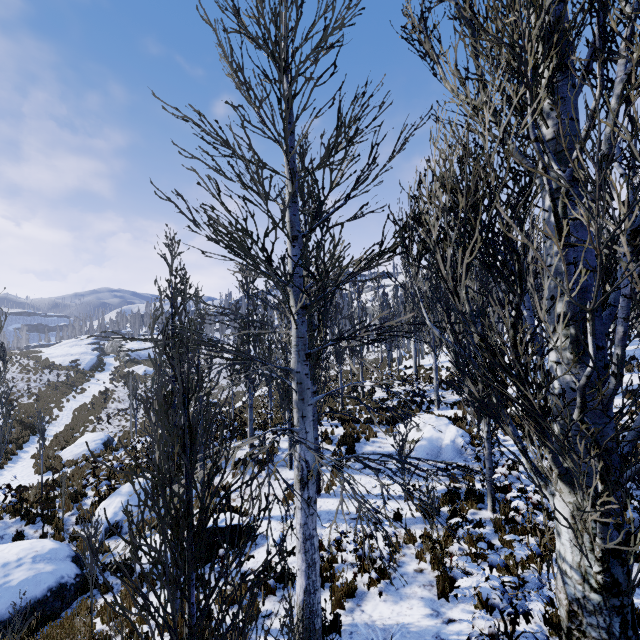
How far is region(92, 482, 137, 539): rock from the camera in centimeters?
1036cm

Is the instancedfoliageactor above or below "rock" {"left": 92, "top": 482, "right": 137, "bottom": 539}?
above

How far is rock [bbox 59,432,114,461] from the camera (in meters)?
17.30

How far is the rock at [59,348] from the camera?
41.9 meters

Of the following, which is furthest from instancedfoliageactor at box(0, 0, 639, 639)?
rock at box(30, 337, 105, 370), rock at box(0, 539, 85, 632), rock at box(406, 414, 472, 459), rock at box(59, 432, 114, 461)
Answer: rock at box(30, 337, 105, 370)

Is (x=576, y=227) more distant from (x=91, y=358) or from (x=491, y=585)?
(x=91, y=358)

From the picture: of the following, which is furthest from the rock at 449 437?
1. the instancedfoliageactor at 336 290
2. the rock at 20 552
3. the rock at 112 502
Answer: the rock at 20 552

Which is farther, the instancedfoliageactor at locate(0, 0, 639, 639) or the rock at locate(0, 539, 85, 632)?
the rock at locate(0, 539, 85, 632)
